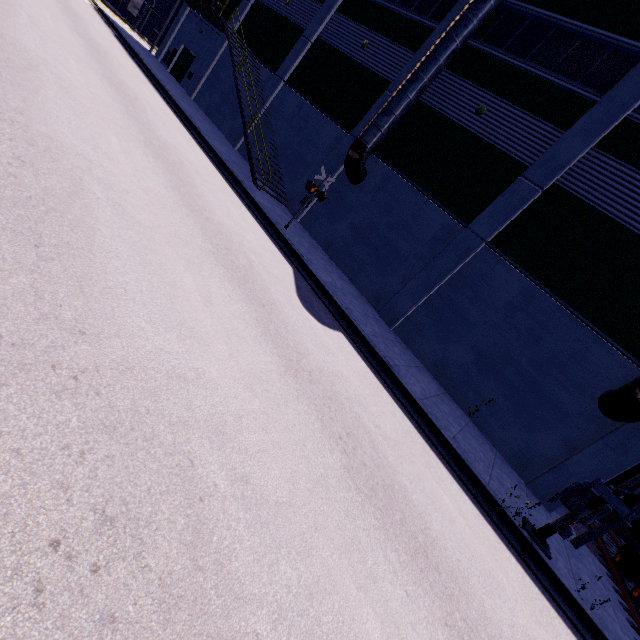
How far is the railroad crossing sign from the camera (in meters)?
12.30

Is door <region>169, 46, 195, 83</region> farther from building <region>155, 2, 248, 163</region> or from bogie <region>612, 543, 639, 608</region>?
bogie <region>612, 543, 639, 608</region>

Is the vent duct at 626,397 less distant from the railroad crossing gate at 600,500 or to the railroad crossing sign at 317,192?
the railroad crossing gate at 600,500

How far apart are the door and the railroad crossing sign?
21.68m

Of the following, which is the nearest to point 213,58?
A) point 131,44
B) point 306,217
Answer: point 131,44

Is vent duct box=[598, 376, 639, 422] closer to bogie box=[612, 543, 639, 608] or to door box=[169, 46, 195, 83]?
bogie box=[612, 543, 639, 608]

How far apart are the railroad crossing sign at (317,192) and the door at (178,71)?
21.7m

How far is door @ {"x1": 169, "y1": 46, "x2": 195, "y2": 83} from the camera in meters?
25.8
